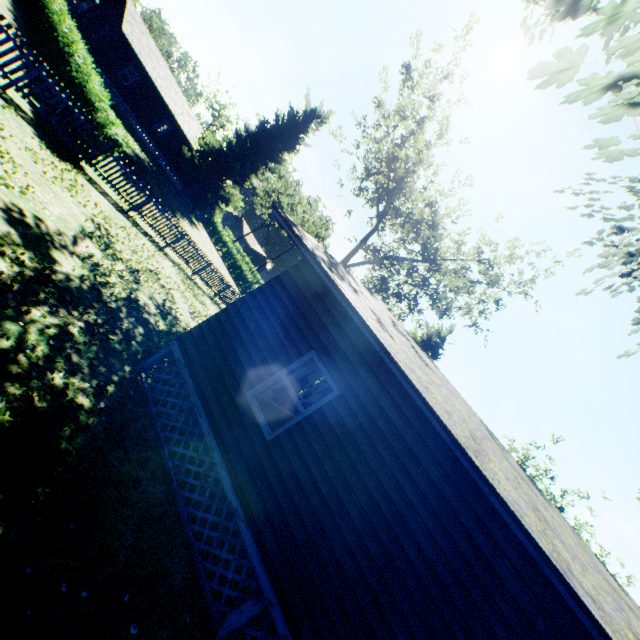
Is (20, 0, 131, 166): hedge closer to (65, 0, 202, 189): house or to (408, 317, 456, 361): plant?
(65, 0, 202, 189): house

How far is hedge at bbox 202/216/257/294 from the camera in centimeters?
3912cm

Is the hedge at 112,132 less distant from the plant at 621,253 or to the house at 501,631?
the plant at 621,253

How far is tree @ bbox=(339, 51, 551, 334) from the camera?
19.1m

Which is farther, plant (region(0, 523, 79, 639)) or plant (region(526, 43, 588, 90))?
plant (region(526, 43, 588, 90))

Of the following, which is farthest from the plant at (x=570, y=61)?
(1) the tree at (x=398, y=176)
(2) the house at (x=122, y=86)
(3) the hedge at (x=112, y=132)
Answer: (1) the tree at (x=398, y=176)

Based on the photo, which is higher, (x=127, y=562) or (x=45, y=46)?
(x=45, y=46)

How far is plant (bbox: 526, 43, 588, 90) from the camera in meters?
4.0
